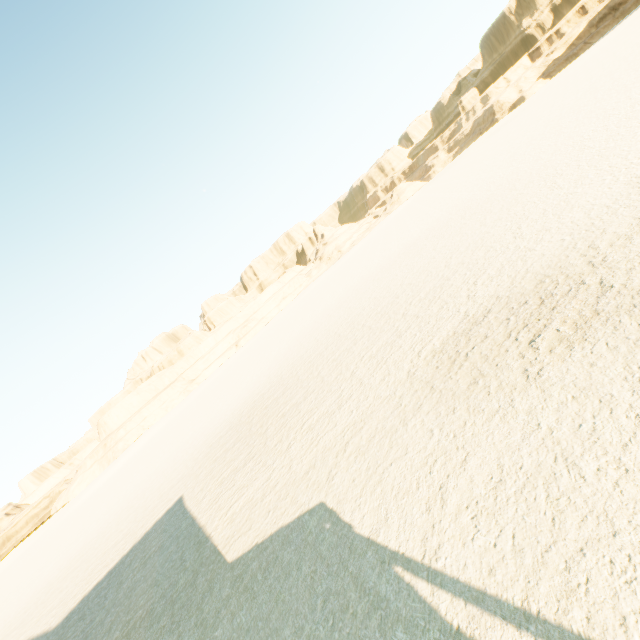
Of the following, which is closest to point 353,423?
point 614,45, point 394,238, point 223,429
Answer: point 223,429
